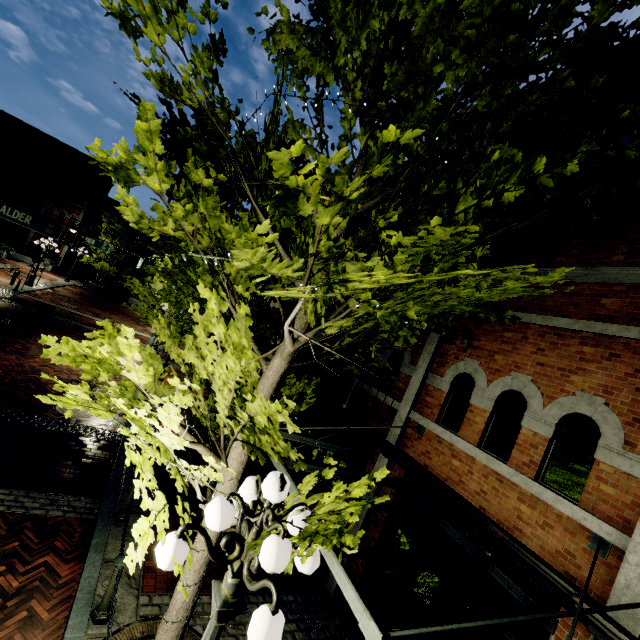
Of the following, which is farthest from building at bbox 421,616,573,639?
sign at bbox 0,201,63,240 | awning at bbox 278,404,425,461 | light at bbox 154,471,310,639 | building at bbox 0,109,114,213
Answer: building at bbox 0,109,114,213

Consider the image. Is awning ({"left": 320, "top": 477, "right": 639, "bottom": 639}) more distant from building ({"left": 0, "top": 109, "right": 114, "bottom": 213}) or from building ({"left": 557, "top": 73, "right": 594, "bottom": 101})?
building ({"left": 0, "top": 109, "right": 114, "bottom": 213})

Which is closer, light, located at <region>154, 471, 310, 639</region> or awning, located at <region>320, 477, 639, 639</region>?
light, located at <region>154, 471, 310, 639</region>

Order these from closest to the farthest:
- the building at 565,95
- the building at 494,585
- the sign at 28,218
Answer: the building at 494,585, the building at 565,95, the sign at 28,218

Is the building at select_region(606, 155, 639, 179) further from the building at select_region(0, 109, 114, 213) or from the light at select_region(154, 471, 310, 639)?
the building at select_region(0, 109, 114, 213)

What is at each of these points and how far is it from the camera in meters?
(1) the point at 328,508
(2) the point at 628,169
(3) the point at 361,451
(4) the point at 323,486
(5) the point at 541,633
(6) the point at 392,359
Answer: (1) tree, 2.9 m
(2) building, 5.2 m
(3) awning, 7.3 m
(4) building, 8.8 m
(5) building, 4.2 m
(6) building, 8.3 m

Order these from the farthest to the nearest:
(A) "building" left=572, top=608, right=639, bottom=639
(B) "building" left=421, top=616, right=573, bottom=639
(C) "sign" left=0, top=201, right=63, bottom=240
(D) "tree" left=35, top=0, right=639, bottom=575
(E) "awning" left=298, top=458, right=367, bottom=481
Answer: (C) "sign" left=0, top=201, right=63, bottom=240 → (E) "awning" left=298, top=458, right=367, bottom=481 → (B) "building" left=421, top=616, right=573, bottom=639 → (A) "building" left=572, top=608, right=639, bottom=639 → (D) "tree" left=35, top=0, right=639, bottom=575

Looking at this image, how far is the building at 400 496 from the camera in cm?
643
